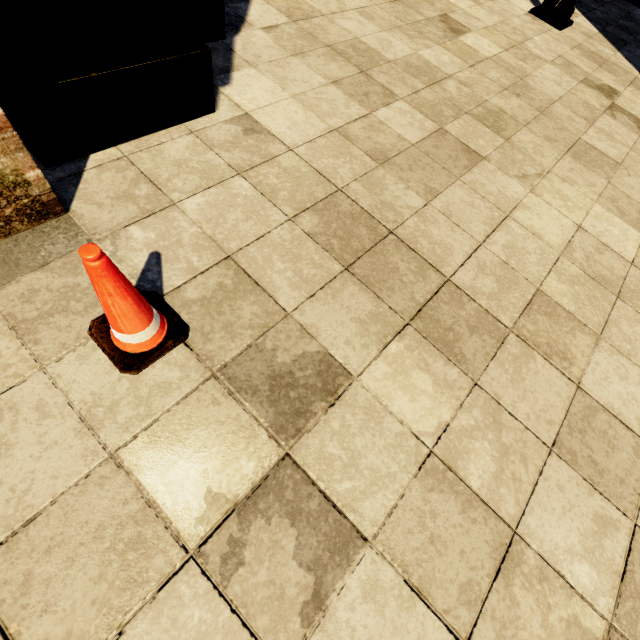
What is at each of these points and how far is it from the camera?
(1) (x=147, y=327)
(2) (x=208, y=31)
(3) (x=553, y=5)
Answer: (1) cone, 1.2m
(2) atm, 1.7m
(3) street light, 4.3m

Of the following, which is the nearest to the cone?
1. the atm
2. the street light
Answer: the atm

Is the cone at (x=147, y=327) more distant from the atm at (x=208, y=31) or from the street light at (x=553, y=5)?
the street light at (x=553, y=5)

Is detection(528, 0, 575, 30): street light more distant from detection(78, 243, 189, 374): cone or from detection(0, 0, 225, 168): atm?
detection(78, 243, 189, 374): cone

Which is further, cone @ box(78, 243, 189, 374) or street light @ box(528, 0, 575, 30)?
street light @ box(528, 0, 575, 30)

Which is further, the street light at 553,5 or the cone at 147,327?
the street light at 553,5

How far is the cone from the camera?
0.91m
